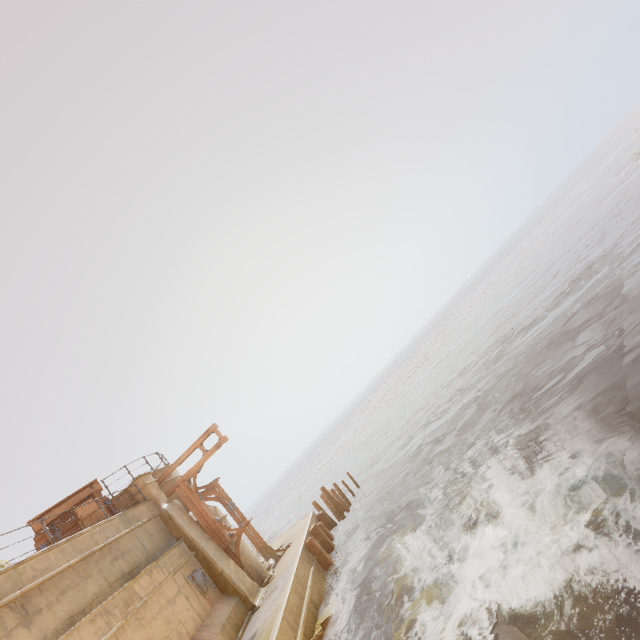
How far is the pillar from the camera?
12.28m

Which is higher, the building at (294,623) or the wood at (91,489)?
the wood at (91,489)

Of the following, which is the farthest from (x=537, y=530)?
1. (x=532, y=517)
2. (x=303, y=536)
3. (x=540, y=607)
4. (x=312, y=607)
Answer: (x=303, y=536)

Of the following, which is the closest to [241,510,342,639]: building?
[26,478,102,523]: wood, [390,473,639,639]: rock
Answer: [390,473,639,639]: rock

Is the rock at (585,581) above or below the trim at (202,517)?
below

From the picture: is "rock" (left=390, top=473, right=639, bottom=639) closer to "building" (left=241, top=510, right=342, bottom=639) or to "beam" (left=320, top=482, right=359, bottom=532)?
"building" (left=241, top=510, right=342, bottom=639)

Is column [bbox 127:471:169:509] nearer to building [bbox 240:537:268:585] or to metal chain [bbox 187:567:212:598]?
building [bbox 240:537:268:585]

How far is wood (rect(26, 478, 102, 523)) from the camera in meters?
11.8
